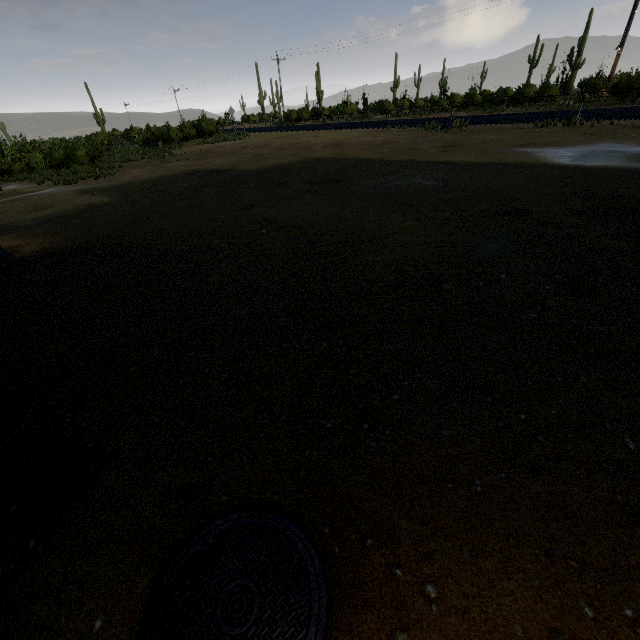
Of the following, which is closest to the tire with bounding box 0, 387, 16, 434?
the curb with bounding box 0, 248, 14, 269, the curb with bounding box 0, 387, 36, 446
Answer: the curb with bounding box 0, 387, 36, 446

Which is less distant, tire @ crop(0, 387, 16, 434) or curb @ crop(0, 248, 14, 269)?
tire @ crop(0, 387, 16, 434)

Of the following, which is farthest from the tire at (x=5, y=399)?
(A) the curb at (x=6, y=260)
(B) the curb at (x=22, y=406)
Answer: (A) the curb at (x=6, y=260)

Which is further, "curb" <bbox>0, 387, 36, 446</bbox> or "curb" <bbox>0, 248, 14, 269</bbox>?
"curb" <bbox>0, 248, 14, 269</bbox>

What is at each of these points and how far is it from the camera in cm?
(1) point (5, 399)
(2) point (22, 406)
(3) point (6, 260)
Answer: (1) tire, 253
(2) curb, 270
(3) curb, 577

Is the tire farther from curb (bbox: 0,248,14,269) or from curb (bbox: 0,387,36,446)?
curb (bbox: 0,248,14,269)
